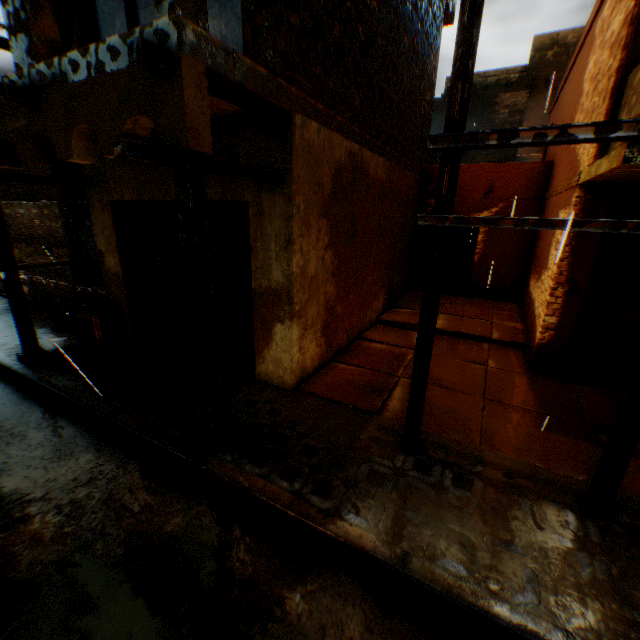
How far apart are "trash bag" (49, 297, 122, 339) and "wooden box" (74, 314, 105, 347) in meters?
0.1

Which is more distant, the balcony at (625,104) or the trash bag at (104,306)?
the trash bag at (104,306)

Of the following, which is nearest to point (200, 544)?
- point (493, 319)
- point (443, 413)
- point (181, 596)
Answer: point (181, 596)

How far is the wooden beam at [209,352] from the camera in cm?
271

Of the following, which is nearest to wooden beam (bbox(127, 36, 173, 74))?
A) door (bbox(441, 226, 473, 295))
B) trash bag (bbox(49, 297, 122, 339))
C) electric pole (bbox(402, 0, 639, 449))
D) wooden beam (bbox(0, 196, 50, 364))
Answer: electric pole (bbox(402, 0, 639, 449))

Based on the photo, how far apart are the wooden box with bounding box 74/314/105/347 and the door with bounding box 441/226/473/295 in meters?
9.8

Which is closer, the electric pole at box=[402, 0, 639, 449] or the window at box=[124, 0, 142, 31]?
the electric pole at box=[402, 0, 639, 449]

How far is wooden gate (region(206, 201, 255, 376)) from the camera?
4.86m
